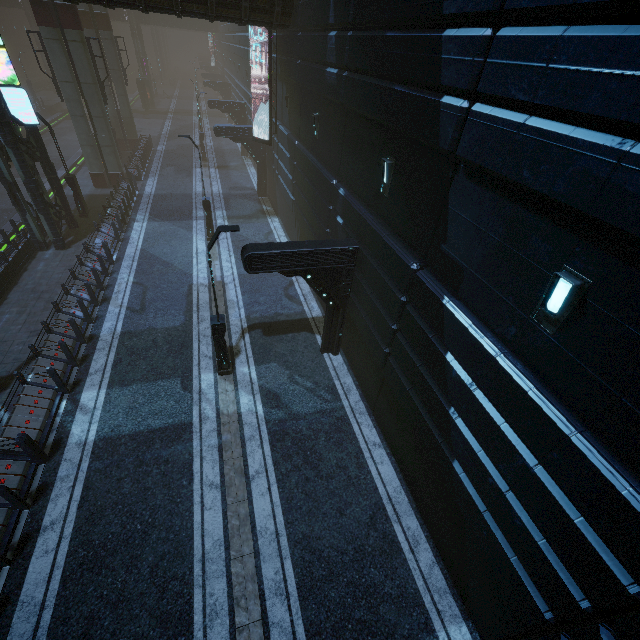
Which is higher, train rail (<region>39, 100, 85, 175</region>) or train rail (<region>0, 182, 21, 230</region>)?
train rail (<region>39, 100, 85, 175</region>)

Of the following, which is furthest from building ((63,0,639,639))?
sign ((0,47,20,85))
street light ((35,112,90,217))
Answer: street light ((35,112,90,217))

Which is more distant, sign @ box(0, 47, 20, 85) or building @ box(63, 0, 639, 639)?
sign @ box(0, 47, 20, 85)

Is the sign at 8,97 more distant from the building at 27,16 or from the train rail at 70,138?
the train rail at 70,138

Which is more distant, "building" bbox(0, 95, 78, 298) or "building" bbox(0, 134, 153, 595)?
"building" bbox(0, 95, 78, 298)

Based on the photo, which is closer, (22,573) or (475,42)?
(475,42)

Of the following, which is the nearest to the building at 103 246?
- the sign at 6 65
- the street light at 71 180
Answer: the sign at 6 65

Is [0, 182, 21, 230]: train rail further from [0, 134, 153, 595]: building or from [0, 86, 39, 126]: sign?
[0, 86, 39, 126]: sign
